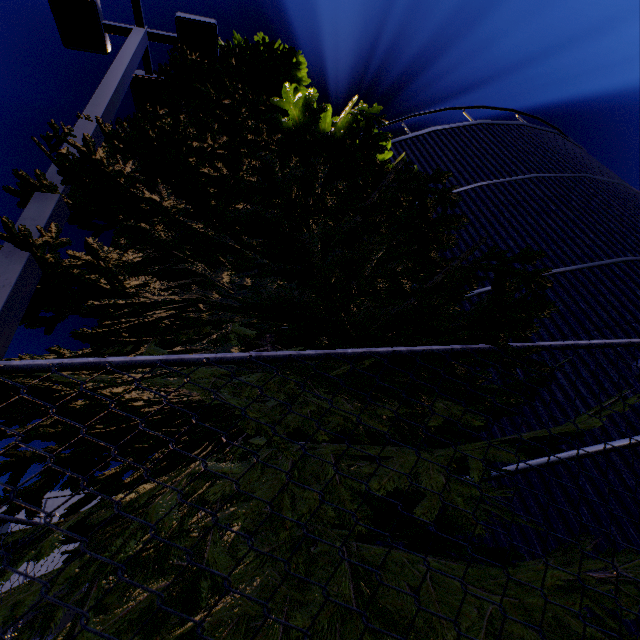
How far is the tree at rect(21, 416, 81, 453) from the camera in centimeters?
223cm

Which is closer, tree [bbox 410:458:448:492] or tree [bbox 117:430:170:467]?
tree [bbox 410:458:448:492]

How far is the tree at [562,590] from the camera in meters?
1.5 m

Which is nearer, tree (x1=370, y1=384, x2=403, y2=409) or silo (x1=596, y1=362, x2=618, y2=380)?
tree (x1=370, y1=384, x2=403, y2=409)

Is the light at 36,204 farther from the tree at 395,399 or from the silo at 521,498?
the silo at 521,498

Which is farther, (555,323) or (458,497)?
(555,323)

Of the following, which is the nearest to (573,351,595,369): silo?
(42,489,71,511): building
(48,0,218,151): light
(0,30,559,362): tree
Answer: (0,30,559,362): tree

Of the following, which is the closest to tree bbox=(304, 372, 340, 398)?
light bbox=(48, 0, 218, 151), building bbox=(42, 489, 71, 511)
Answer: light bbox=(48, 0, 218, 151)
